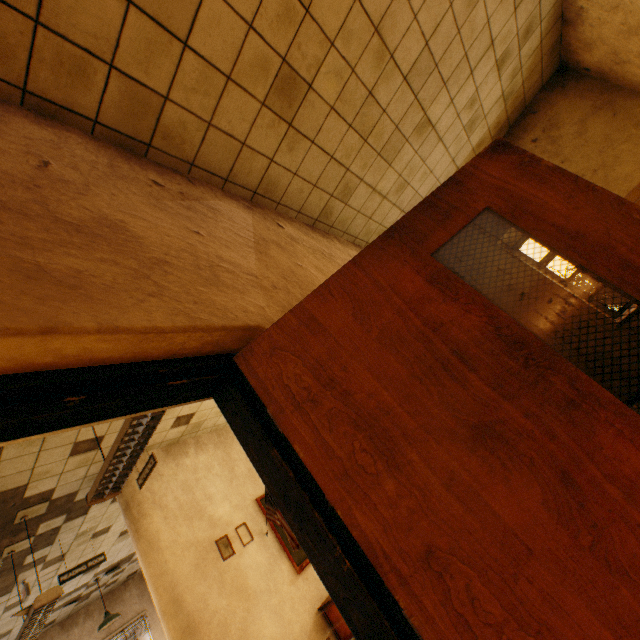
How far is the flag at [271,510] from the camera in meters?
4.9

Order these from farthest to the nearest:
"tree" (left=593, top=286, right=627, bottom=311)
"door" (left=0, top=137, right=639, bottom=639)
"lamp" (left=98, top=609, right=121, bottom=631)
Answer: "tree" (left=593, top=286, right=627, bottom=311) < "lamp" (left=98, top=609, right=121, bottom=631) < "door" (left=0, top=137, right=639, bottom=639)

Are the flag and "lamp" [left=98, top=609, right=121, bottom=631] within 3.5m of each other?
no

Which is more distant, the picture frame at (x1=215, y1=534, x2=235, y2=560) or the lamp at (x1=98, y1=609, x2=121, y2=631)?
the lamp at (x1=98, y1=609, x2=121, y2=631)

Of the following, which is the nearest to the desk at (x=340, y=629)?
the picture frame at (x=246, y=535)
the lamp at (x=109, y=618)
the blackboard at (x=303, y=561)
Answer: the blackboard at (x=303, y=561)

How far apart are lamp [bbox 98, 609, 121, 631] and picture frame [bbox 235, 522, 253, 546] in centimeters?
550cm

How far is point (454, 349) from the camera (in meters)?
1.13

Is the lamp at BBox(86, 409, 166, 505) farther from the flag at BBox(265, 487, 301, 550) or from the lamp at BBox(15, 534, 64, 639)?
the flag at BBox(265, 487, 301, 550)
